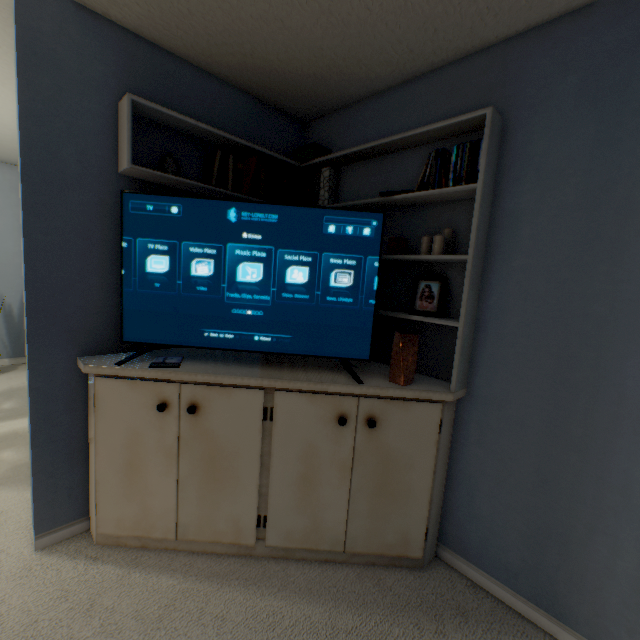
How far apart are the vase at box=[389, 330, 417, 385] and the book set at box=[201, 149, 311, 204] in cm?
119

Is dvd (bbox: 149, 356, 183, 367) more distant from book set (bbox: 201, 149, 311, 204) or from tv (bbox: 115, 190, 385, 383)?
book set (bbox: 201, 149, 311, 204)

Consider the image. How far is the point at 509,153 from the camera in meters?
1.4

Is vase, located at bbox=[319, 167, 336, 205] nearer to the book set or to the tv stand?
the book set

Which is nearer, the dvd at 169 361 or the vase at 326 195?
the dvd at 169 361

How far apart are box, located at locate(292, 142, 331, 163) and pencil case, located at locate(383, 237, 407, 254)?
0.8 meters

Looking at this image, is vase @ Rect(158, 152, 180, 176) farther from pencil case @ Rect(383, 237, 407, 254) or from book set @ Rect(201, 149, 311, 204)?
pencil case @ Rect(383, 237, 407, 254)

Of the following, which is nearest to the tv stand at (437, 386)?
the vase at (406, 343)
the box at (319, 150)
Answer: the vase at (406, 343)
